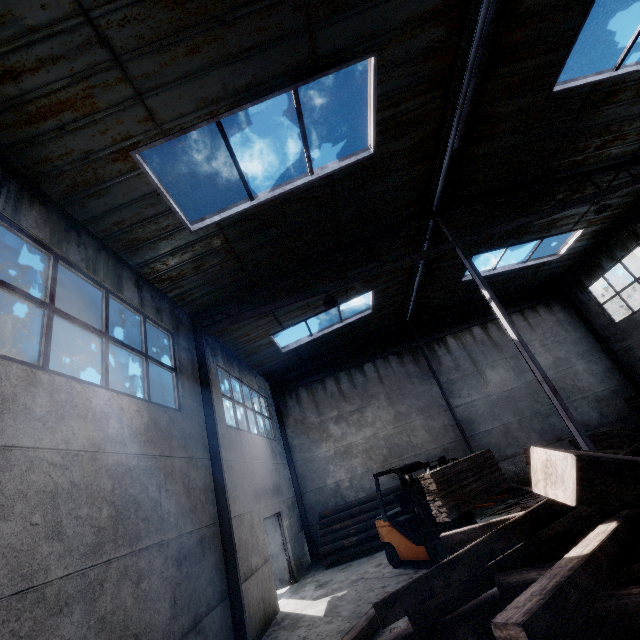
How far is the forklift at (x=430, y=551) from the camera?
7.87m

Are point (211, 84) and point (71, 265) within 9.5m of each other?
yes

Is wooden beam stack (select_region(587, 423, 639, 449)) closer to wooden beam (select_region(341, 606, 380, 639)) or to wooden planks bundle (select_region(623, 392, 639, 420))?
wooden planks bundle (select_region(623, 392, 639, 420))

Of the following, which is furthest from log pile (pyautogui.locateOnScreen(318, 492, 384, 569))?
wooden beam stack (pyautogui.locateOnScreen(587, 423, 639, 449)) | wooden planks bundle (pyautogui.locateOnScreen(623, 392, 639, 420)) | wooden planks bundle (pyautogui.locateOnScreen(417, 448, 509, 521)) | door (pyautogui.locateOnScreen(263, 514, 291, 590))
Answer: wooden planks bundle (pyautogui.locateOnScreen(623, 392, 639, 420))

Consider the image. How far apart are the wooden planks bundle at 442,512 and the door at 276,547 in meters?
6.6 m

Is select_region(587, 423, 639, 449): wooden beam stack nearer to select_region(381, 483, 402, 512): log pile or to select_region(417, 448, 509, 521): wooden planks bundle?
select_region(381, 483, 402, 512): log pile

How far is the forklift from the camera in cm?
787

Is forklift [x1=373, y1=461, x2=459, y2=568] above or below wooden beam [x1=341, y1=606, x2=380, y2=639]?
above
